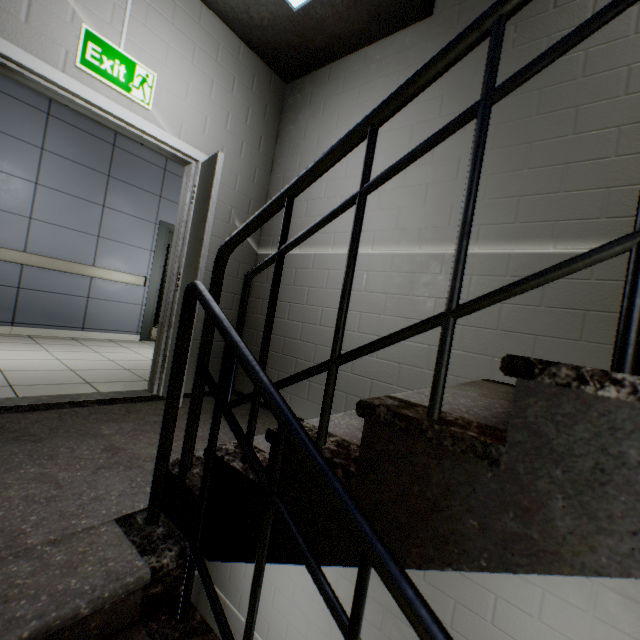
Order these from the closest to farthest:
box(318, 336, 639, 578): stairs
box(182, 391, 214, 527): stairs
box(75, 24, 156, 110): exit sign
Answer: box(318, 336, 639, 578): stairs → box(182, 391, 214, 527): stairs → box(75, 24, 156, 110): exit sign

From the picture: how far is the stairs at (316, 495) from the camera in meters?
0.8

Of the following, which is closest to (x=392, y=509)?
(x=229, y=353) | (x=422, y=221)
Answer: (x=229, y=353)

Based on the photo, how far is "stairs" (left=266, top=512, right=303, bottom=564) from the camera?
0.9m

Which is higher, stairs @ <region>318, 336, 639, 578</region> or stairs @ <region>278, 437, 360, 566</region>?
stairs @ <region>318, 336, 639, 578</region>

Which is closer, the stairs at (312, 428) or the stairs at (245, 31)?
the stairs at (312, 428)
